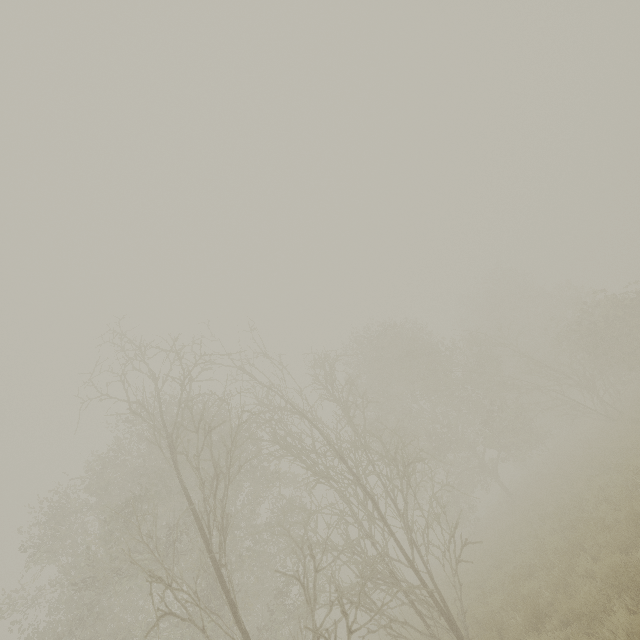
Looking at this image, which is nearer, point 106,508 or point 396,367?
point 106,508
